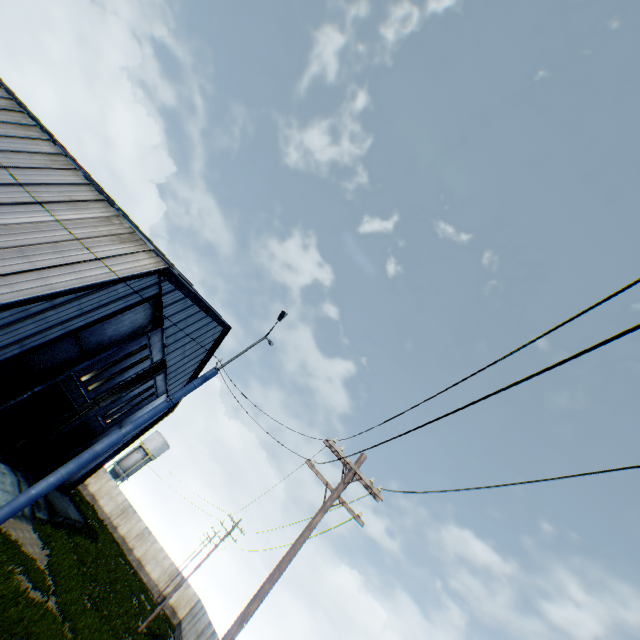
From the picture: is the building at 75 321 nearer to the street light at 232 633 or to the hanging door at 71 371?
the hanging door at 71 371

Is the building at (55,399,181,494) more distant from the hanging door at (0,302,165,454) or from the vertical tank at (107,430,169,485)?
the vertical tank at (107,430,169,485)

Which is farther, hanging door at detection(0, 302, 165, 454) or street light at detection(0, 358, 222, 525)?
hanging door at detection(0, 302, 165, 454)

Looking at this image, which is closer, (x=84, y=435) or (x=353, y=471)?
(x=353, y=471)

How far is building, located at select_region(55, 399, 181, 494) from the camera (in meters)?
29.25

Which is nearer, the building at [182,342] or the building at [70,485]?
the building at [182,342]

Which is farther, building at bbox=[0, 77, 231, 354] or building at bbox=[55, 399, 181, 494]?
building at bbox=[55, 399, 181, 494]
